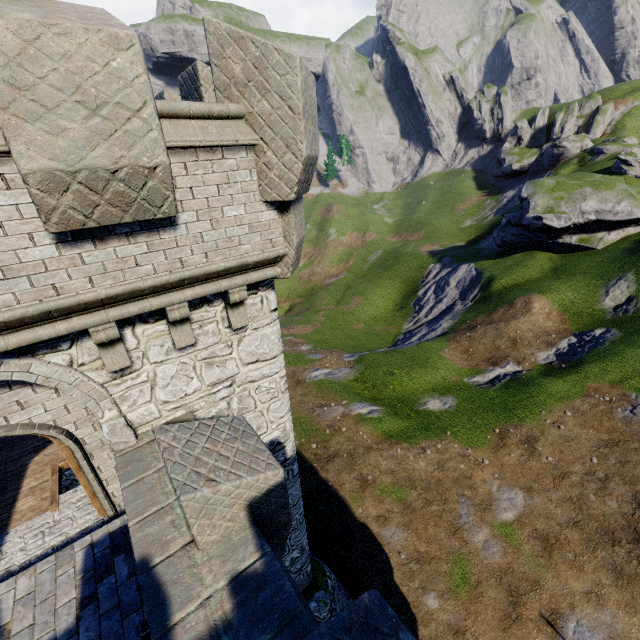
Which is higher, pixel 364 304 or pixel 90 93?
pixel 90 93
